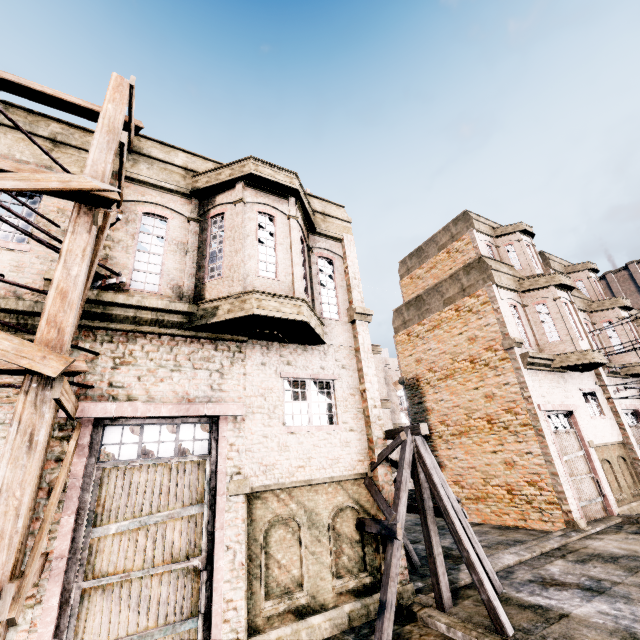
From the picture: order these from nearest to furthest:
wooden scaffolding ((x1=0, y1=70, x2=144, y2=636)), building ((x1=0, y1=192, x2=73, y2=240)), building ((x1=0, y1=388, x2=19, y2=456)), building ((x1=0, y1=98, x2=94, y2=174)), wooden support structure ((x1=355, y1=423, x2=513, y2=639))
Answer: wooden scaffolding ((x1=0, y1=70, x2=144, y2=636))
building ((x1=0, y1=388, x2=19, y2=456))
wooden support structure ((x1=355, y1=423, x2=513, y2=639))
building ((x1=0, y1=192, x2=73, y2=240))
building ((x1=0, y1=98, x2=94, y2=174))

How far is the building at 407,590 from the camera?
7.3 meters

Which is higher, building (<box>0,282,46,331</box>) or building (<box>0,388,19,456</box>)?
building (<box>0,282,46,331</box>)

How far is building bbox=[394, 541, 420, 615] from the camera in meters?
7.3

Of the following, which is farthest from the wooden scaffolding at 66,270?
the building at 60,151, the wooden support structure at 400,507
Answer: the wooden support structure at 400,507

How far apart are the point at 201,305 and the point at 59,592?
5.6m

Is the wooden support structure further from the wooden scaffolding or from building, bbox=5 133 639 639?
the wooden scaffolding
